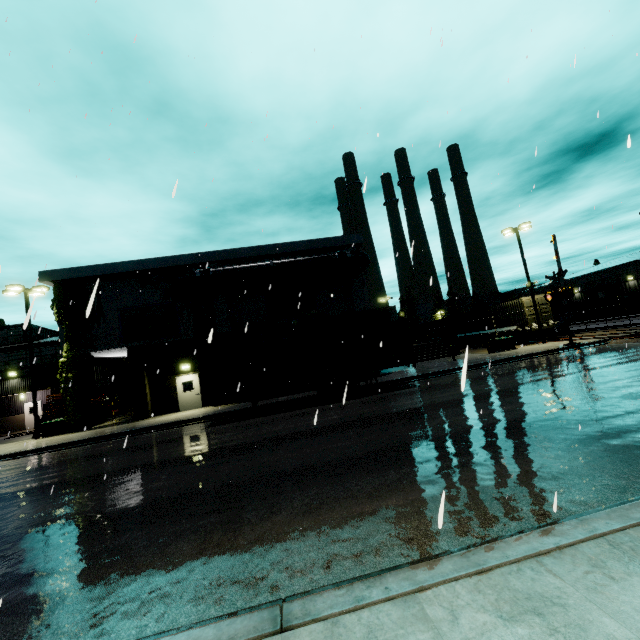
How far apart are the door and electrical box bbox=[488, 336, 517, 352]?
22.71m

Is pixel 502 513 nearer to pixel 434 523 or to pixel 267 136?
pixel 434 523

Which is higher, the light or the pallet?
the light

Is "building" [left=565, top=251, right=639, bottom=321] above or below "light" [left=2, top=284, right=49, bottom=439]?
below

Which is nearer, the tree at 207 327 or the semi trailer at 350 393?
the semi trailer at 350 393

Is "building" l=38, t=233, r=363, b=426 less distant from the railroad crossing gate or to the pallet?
the pallet

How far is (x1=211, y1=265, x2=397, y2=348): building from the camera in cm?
2283

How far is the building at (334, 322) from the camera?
22.8m
